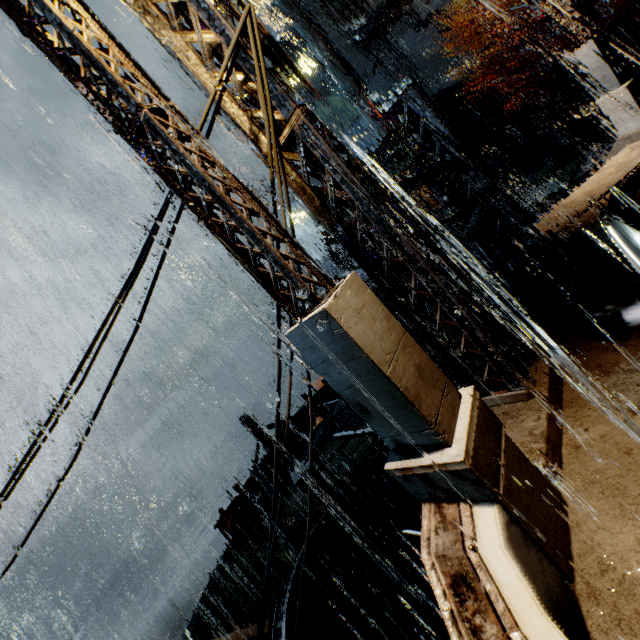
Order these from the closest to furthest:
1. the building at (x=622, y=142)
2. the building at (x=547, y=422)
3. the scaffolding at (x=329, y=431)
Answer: the building at (x=547, y=422), the scaffolding at (x=329, y=431), the building at (x=622, y=142)

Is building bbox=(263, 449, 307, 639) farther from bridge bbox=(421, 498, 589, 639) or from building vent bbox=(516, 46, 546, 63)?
building vent bbox=(516, 46, 546, 63)

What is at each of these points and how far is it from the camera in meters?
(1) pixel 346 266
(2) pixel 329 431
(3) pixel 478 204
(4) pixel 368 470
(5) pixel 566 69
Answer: (1) gear, 42.2 m
(2) scaffolding, 7.4 m
(3) railing, 6.6 m
(4) building, 12.0 m
(5) tree, 17.2 m

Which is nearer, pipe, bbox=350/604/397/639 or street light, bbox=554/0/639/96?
street light, bbox=554/0/639/96

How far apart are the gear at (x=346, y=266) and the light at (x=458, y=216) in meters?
32.0 m

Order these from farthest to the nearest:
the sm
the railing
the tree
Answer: the sm → the tree → the railing

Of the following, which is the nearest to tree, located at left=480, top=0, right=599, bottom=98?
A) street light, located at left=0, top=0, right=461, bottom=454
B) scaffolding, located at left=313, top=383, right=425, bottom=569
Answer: scaffolding, located at left=313, top=383, right=425, bottom=569

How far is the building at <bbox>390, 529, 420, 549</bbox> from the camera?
12.23m
